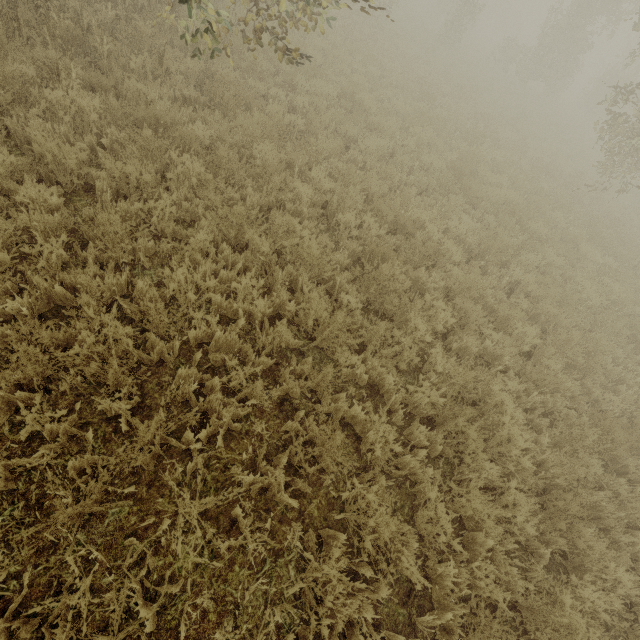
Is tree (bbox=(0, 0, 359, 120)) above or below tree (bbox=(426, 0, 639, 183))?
below

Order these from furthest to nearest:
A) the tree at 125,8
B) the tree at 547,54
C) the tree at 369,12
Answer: the tree at 547,54 → the tree at 369,12 → the tree at 125,8

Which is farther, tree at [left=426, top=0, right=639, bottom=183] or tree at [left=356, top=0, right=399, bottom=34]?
tree at [left=426, top=0, right=639, bottom=183]

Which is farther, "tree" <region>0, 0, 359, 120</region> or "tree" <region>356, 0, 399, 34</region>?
"tree" <region>356, 0, 399, 34</region>

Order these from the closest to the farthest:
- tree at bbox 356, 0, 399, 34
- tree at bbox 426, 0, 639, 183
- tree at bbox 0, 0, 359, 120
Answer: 1. tree at bbox 0, 0, 359, 120
2. tree at bbox 356, 0, 399, 34
3. tree at bbox 426, 0, 639, 183

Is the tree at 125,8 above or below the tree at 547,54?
below

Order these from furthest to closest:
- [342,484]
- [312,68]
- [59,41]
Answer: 1. [312,68]
2. [59,41]
3. [342,484]
